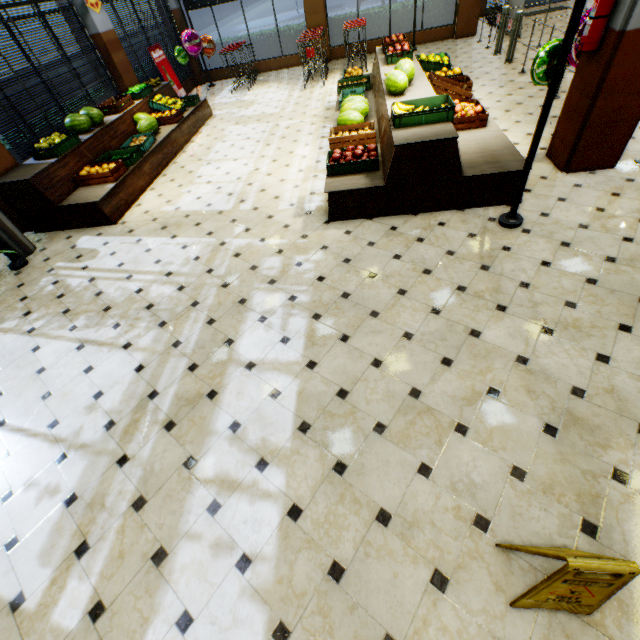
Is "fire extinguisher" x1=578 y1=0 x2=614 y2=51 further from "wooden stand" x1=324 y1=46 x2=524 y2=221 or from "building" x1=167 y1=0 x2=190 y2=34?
"wooden stand" x1=324 y1=46 x2=524 y2=221

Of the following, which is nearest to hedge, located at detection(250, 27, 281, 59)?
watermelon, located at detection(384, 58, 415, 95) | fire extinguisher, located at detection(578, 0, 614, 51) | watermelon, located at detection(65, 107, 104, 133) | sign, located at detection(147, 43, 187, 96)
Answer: sign, located at detection(147, 43, 187, 96)

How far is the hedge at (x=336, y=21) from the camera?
11.4 meters

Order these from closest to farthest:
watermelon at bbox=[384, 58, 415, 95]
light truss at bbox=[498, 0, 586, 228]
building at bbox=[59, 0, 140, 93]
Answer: light truss at bbox=[498, 0, 586, 228]
watermelon at bbox=[384, 58, 415, 95]
building at bbox=[59, 0, 140, 93]

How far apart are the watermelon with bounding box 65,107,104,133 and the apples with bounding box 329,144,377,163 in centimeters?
538cm

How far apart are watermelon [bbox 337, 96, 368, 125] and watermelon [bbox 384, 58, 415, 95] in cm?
54

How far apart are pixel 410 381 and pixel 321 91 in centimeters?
994cm

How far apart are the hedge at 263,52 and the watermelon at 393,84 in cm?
857
